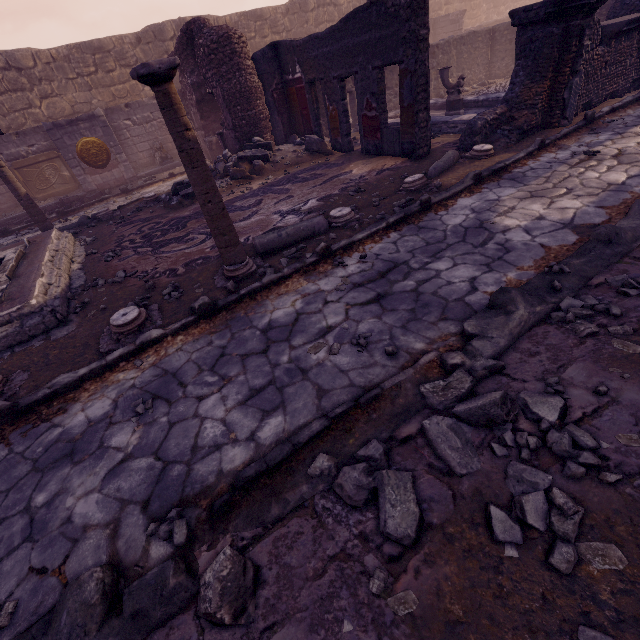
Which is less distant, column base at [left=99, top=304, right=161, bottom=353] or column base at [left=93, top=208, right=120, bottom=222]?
column base at [left=99, top=304, right=161, bottom=353]

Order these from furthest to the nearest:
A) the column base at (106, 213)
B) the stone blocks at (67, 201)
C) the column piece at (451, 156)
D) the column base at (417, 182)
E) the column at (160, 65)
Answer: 1. the stone blocks at (67, 201)
2. the column base at (106, 213)
3. the column piece at (451, 156)
4. the column base at (417, 182)
5. the column at (160, 65)

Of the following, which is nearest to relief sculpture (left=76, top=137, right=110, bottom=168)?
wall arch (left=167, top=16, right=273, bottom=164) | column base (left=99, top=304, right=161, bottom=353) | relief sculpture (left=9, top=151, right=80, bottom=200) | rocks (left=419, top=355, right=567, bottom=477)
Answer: relief sculpture (left=9, top=151, right=80, bottom=200)

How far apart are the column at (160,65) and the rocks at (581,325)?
3.7 meters

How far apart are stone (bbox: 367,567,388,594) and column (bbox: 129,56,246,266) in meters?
3.7 m

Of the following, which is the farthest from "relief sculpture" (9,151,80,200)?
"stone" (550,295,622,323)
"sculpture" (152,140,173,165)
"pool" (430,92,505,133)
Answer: "stone" (550,295,622,323)

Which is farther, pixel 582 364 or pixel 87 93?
pixel 87 93

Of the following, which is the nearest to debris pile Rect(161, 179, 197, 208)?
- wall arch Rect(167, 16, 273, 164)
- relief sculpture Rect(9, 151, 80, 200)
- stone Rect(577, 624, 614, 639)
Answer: wall arch Rect(167, 16, 273, 164)
